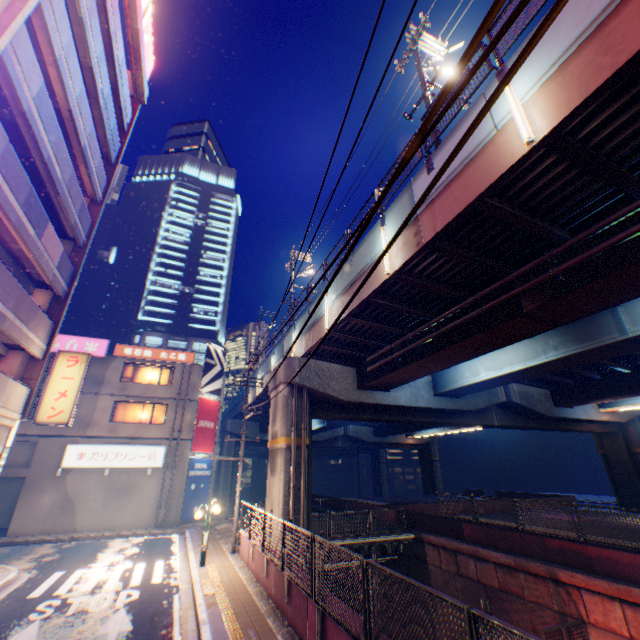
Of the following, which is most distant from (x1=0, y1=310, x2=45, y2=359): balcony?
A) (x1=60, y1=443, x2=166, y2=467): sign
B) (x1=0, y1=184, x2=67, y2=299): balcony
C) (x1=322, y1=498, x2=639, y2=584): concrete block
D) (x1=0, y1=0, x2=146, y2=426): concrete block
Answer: (x1=322, y1=498, x2=639, y2=584): concrete block

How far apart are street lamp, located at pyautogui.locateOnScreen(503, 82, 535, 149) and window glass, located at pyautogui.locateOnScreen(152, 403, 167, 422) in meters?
27.3

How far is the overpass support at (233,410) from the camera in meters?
35.9

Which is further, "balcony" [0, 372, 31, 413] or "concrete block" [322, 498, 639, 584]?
"balcony" [0, 372, 31, 413]

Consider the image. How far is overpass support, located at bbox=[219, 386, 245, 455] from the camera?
35.9 meters

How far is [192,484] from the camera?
24.5m

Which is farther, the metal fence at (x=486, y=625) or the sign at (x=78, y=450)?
the sign at (x=78, y=450)

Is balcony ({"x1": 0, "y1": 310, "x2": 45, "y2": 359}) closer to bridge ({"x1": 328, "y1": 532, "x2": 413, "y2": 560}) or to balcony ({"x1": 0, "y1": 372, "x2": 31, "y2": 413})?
balcony ({"x1": 0, "y1": 372, "x2": 31, "y2": 413})
